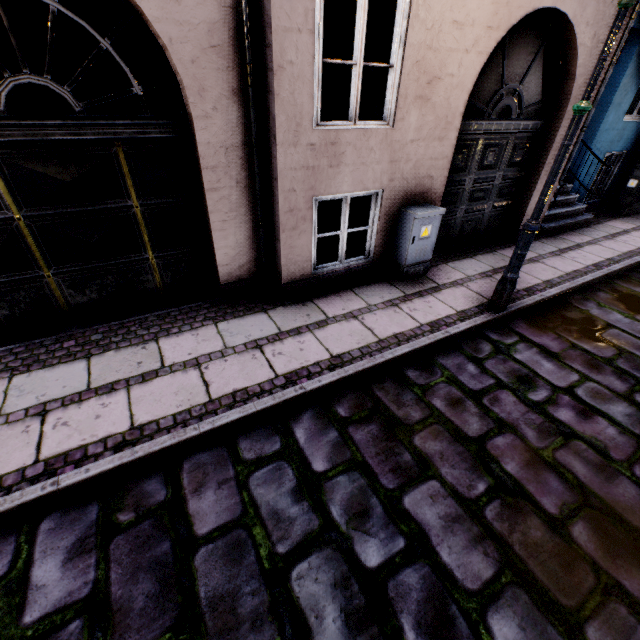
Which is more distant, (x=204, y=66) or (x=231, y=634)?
(x=204, y=66)

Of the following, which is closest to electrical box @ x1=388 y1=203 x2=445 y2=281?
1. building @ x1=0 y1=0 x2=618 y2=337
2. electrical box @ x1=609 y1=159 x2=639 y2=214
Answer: building @ x1=0 y1=0 x2=618 y2=337

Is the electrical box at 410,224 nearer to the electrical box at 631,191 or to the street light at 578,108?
the street light at 578,108

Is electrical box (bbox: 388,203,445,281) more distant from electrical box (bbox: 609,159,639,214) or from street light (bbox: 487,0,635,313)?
electrical box (bbox: 609,159,639,214)

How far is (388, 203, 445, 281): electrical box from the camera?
4.52m

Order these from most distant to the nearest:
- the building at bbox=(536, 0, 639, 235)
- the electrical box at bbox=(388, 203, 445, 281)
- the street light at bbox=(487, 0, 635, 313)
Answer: the building at bbox=(536, 0, 639, 235) < the electrical box at bbox=(388, 203, 445, 281) < the street light at bbox=(487, 0, 635, 313)

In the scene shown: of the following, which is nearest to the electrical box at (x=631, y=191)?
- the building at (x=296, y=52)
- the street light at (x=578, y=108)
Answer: the building at (x=296, y=52)

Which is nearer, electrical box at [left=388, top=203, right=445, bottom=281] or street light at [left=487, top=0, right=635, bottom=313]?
street light at [left=487, top=0, right=635, bottom=313]
